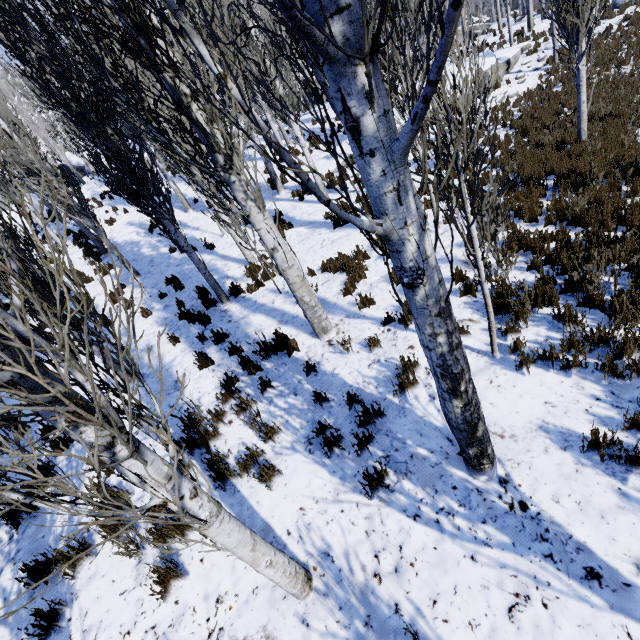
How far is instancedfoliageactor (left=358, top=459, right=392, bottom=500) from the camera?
3.3m

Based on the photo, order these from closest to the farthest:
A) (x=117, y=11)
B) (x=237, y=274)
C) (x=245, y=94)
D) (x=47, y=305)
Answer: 1. (x=117, y=11)
2. (x=47, y=305)
3. (x=237, y=274)
4. (x=245, y=94)

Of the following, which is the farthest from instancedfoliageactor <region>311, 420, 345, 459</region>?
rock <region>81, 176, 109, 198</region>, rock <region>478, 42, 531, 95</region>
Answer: rock <region>81, 176, 109, 198</region>

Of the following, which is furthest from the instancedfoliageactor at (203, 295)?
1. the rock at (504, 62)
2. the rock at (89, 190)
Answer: the rock at (89, 190)

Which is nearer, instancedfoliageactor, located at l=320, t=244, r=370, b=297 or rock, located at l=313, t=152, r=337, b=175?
instancedfoliageactor, located at l=320, t=244, r=370, b=297
